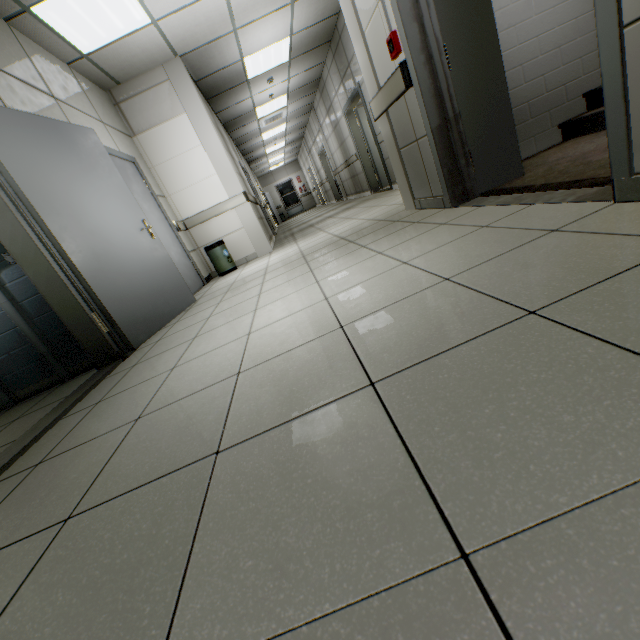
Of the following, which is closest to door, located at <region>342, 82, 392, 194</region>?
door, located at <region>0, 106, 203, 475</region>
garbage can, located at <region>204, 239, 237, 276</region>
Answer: garbage can, located at <region>204, 239, 237, 276</region>

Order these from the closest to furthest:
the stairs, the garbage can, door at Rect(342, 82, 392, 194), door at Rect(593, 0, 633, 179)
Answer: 1. door at Rect(593, 0, 633, 179)
2. the stairs
3. the garbage can
4. door at Rect(342, 82, 392, 194)

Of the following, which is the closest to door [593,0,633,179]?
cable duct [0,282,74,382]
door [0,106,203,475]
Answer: door [0,106,203,475]

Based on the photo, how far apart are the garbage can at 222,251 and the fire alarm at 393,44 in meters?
3.9 m

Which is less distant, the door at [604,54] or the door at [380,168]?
the door at [604,54]

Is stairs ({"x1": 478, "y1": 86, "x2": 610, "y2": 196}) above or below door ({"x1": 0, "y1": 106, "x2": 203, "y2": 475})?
below

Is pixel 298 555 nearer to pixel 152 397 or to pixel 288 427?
pixel 288 427

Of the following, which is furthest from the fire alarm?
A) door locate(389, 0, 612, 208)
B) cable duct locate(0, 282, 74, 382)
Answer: cable duct locate(0, 282, 74, 382)
